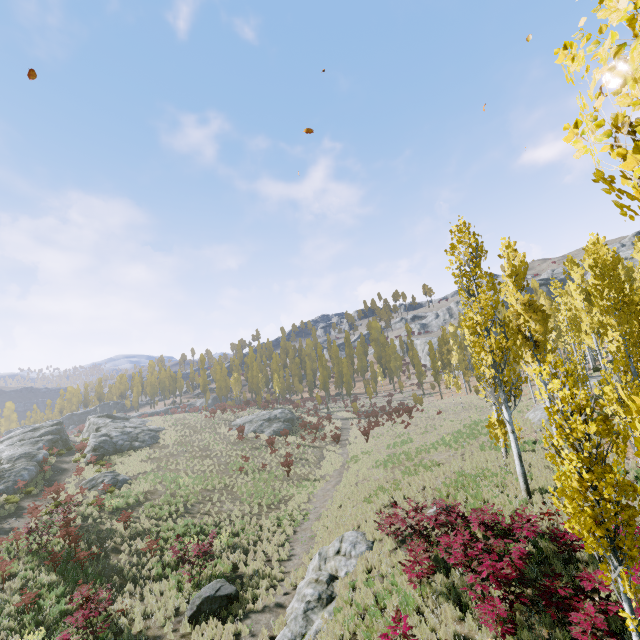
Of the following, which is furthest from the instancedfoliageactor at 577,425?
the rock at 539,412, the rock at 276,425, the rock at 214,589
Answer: the rock at 214,589

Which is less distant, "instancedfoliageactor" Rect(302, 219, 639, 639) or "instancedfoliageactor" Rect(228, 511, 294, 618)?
"instancedfoliageactor" Rect(302, 219, 639, 639)

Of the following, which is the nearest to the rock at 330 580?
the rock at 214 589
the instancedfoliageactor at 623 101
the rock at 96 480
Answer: the instancedfoliageactor at 623 101

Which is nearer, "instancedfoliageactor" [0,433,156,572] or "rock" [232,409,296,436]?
"instancedfoliageactor" [0,433,156,572]

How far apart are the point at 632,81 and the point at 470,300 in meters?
A: 19.5

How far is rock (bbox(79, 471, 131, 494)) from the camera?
24.23m

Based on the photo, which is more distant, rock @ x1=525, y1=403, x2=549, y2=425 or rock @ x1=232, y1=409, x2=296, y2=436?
rock @ x1=232, y1=409, x2=296, y2=436
